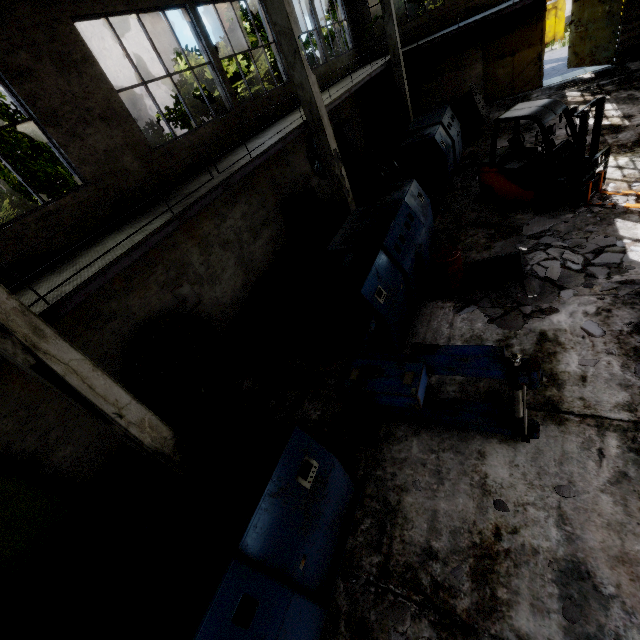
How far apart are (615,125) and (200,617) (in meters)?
16.54

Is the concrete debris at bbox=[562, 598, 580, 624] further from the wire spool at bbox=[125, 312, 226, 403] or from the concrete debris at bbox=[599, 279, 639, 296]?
the wire spool at bbox=[125, 312, 226, 403]

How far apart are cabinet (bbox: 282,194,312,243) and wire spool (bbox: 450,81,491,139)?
7.9 meters

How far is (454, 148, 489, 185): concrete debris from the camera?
11.8 meters

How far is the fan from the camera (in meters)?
13.91

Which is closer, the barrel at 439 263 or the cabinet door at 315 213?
the barrel at 439 263

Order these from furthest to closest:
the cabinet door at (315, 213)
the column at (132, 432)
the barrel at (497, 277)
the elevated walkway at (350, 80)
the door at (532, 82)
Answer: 1. the door at (532, 82)
2. the cabinet door at (315, 213)
3. the elevated walkway at (350, 80)
4. the barrel at (497, 277)
5. the column at (132, 432)

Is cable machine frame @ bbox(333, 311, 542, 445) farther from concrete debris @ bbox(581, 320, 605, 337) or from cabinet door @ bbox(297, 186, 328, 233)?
cabinet door @ bbox(297, 186, 328, 233)
